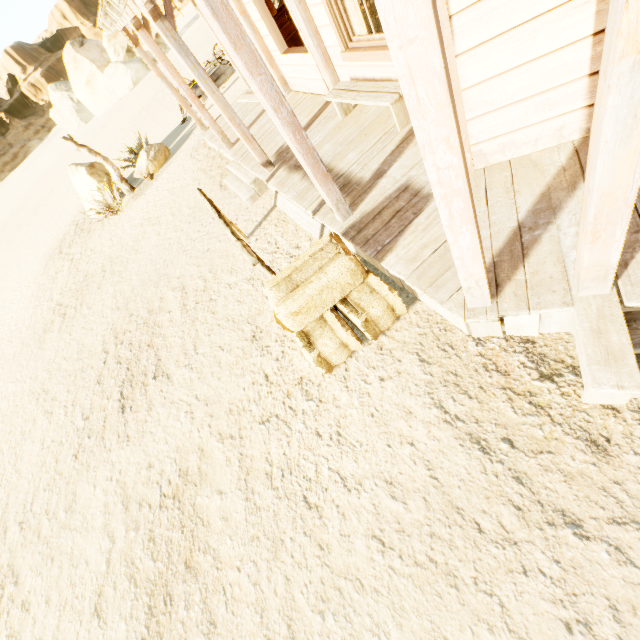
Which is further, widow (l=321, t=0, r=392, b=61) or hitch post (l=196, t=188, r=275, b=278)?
widow (l=321, t=0, r=392, b=61)

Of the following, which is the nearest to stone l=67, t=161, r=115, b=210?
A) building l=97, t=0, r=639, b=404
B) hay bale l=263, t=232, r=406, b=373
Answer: building l=97, t=0, r=639, b=404

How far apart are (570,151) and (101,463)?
6.9 meters

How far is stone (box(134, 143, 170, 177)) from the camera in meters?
11.2

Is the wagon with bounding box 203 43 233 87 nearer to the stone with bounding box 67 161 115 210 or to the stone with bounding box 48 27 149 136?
the stone with bounding box 67 161 115 210

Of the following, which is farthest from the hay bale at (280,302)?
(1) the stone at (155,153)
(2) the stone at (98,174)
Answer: (2) the stone at (98,174)

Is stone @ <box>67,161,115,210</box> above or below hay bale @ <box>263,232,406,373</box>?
above

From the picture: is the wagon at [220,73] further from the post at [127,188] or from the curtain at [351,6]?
the curtain at [351,6]
